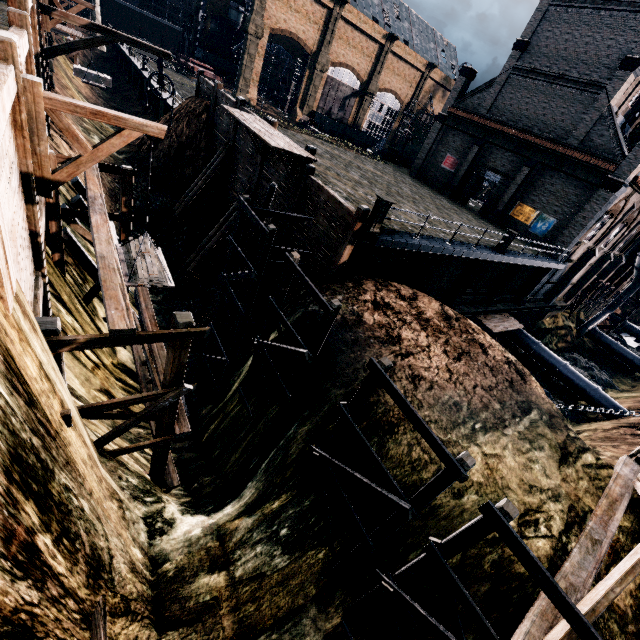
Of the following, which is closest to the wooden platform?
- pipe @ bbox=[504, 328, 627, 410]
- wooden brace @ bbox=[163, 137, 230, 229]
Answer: pipe @ bbox=[504, 328, 627, 410]

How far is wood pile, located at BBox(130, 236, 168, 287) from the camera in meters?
8.6 m

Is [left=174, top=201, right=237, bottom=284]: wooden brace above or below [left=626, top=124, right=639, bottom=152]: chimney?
below

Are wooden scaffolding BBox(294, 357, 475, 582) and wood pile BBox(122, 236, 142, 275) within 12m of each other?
yes

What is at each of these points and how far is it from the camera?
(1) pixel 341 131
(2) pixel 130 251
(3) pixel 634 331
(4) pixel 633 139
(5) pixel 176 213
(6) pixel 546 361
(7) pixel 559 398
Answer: (1) rail car, 52.6 meters
(2) wood pile, 9.5 meters
(3) pipe, 54.1 meters
(4) chimney, 29.7 meters
(5) wooden brace, 24.1 meters
(6) pipe, 30.6 meters
(7) stone debris, 29.1 meters

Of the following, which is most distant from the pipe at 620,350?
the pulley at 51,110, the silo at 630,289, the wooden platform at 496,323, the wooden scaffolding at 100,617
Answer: the wooden scaffolding at 100,617

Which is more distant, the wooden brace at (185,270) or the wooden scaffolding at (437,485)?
the wooden brace at (185,270)

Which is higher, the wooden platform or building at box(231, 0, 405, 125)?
building at box(231, 0, 405, 125)
